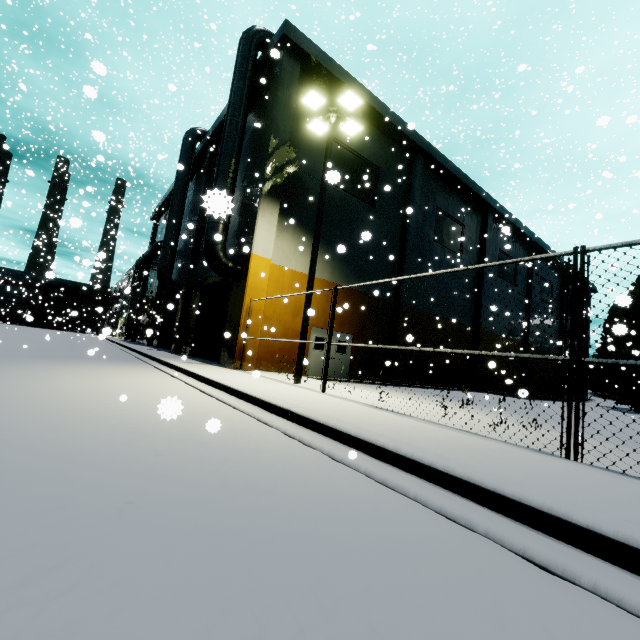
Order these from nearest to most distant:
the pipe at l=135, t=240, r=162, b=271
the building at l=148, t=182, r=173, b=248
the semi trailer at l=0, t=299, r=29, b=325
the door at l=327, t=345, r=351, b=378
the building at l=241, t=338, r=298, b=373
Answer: the building at l=241, t=338, r=298, b=373
the door at l=327, t=345, r=351, b=378
the pipe at l=135, t=240, r=162, b=271
the building at l=148, t=182, r=173, b=248
the semi trailer at l=0, t=299, r=29, b=325

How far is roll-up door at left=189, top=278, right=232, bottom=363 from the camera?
17.12m

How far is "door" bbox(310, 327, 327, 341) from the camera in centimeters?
1638cm

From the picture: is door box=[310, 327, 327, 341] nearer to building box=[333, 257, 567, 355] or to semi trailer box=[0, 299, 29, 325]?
building box=[333, 257, 567, 355]

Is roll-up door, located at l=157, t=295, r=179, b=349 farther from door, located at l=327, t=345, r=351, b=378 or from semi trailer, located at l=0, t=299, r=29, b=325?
door, located at l=327, t=345, r=351, b=378

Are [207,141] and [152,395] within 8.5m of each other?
no

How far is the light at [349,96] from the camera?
10.7m

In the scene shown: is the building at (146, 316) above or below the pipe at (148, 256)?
below
